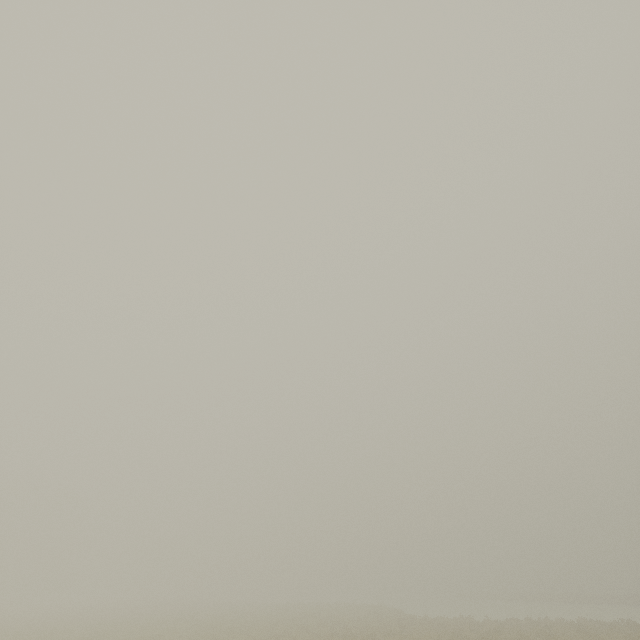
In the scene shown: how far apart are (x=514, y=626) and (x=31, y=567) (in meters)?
74.30
